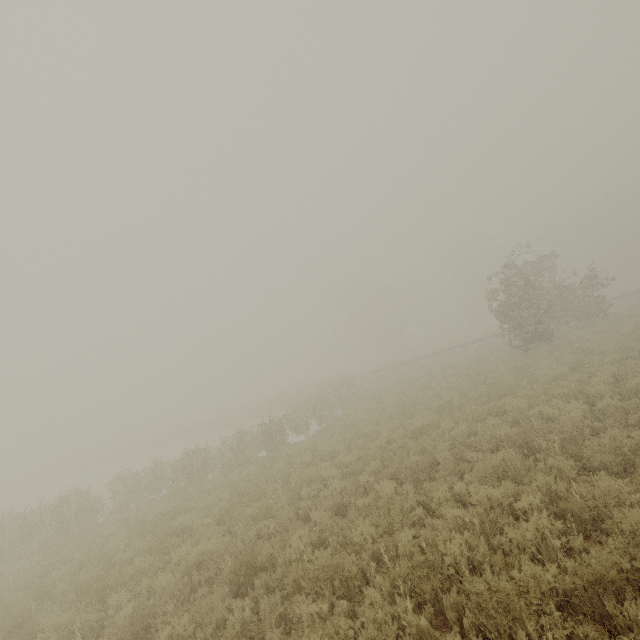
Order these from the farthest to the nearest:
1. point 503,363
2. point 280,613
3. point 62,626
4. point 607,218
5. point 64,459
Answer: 1. point 64,459
2. point 607,218
3. point 503,363
4. point 62,626
5. point 280,613
